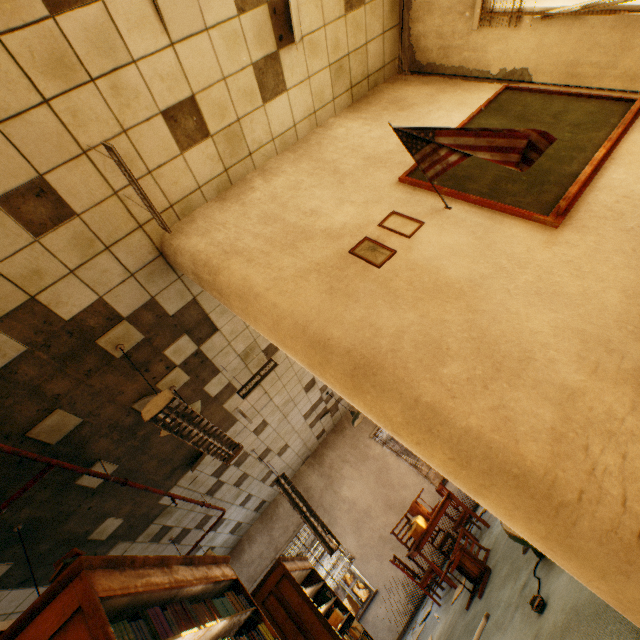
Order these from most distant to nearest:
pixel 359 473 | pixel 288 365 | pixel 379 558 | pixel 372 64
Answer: pixel 359 473
pixel 379 558
pixel 288 365
pixel 372 64

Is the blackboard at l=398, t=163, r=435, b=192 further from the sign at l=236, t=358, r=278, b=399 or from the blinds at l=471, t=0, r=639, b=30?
the sign at l=236, t=358, r=278, b=399

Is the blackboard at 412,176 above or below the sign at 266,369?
below

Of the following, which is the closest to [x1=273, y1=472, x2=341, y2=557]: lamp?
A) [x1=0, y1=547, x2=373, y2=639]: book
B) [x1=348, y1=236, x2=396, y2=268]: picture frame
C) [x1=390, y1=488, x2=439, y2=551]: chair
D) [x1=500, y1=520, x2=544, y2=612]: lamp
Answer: [x1=390, y1=488, x2=439, y2=551]: chair

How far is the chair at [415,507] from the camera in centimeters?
582cm

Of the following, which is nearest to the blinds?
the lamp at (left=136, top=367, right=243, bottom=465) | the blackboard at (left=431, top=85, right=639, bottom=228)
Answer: the blackboard at (left=431, top=85, right=639, bottom=228)

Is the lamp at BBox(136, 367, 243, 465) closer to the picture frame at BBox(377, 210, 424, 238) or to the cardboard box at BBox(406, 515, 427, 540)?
the picture frame at BBox(377, 210, 424, 238)

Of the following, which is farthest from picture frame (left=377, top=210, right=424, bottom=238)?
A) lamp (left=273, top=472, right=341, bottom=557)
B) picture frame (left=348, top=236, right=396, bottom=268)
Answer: lamp (left=273, top=472, right=341, bottom=557)
